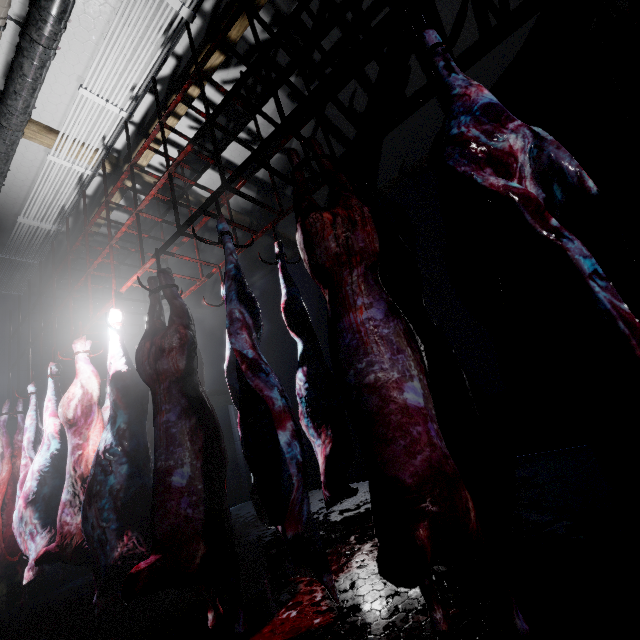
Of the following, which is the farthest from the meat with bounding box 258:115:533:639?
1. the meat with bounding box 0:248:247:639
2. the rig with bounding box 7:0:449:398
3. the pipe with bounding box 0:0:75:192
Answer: the pipe with bounding box 0:0:75:192

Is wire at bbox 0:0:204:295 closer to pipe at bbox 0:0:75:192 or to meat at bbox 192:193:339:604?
pipe at bbox 0:0:75:192

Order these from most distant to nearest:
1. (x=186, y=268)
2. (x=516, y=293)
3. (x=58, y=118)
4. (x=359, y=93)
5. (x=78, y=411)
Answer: (x=186, y=268) → (x=359, y=93) → (x=58, y=118) → (x=78, y=411) → (x=516, y=293)

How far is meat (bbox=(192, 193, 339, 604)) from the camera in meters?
1.2 m

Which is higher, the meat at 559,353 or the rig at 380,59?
the rig at 380,59

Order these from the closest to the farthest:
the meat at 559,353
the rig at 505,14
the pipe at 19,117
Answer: the meat at 559,353 → the rig at 505,14 → the pipe at 19,117

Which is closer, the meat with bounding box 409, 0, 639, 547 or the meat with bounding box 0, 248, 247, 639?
the meat with bounding box 409, 0, 639, 547

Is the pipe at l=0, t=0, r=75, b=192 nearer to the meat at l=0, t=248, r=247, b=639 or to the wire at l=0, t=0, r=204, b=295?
the wire at l=0, t=0, r=204, b=295
